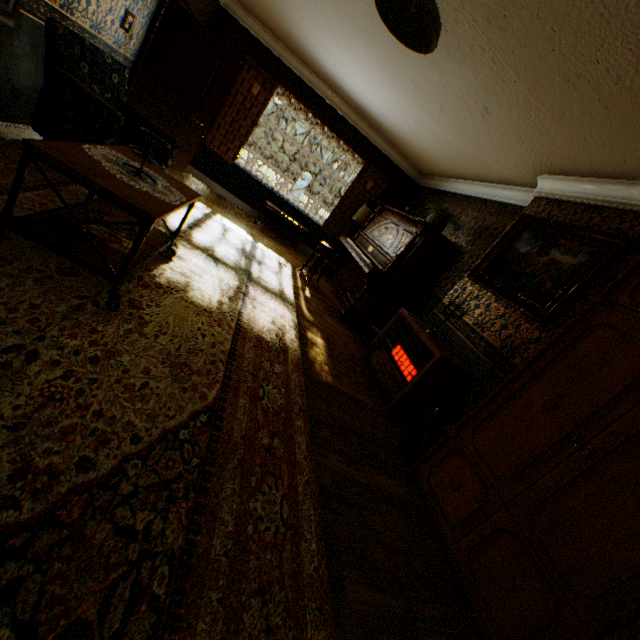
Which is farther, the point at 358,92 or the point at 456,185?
the point at 456,185

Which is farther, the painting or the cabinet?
the painting

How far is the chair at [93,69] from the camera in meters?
2.7

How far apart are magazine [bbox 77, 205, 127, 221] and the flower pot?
4.4 meters

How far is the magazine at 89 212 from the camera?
2.40m

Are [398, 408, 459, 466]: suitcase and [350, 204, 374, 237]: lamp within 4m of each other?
no

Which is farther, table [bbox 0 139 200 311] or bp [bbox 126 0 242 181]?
bp [bbox 126 0 242 181]

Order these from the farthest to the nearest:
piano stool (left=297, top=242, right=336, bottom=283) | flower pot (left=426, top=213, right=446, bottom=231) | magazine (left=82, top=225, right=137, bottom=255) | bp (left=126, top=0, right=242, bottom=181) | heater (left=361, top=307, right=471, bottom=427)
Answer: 1. piano stool (left=297, top=242, right=336, bottom=283)
2. flower pot (left=426, top=213, right=446, bottom=231)
3. bp (left=126, top=0, right=242, bottom=181)
4. heater (left=361, top=307, right=471, bottom=427)
5. magazine (left=82, top=225, right=137, bottom=255)
